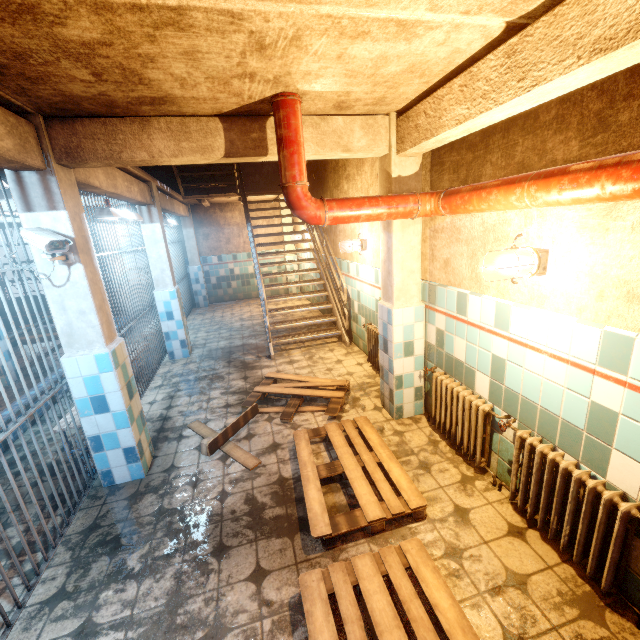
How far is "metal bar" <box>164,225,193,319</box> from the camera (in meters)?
8.05

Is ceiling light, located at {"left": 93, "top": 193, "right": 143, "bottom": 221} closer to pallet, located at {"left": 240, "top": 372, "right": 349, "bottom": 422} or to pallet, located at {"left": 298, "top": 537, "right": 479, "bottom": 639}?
pallet, located at {"left": 240, "top": 372, "right": 349, "bottom": 422}

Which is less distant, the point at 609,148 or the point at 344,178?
the point at 609,148

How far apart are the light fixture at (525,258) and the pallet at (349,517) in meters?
1.7 m

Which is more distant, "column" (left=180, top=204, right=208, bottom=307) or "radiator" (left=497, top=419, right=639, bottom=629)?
"column" (left=180, top=204, right=208, bottom=307)

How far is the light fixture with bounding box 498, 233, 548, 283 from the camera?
1.94m

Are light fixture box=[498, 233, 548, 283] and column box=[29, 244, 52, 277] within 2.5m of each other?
no

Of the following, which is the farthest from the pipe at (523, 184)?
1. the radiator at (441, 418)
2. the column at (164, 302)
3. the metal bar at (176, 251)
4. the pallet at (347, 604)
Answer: the column at (164, 302)
